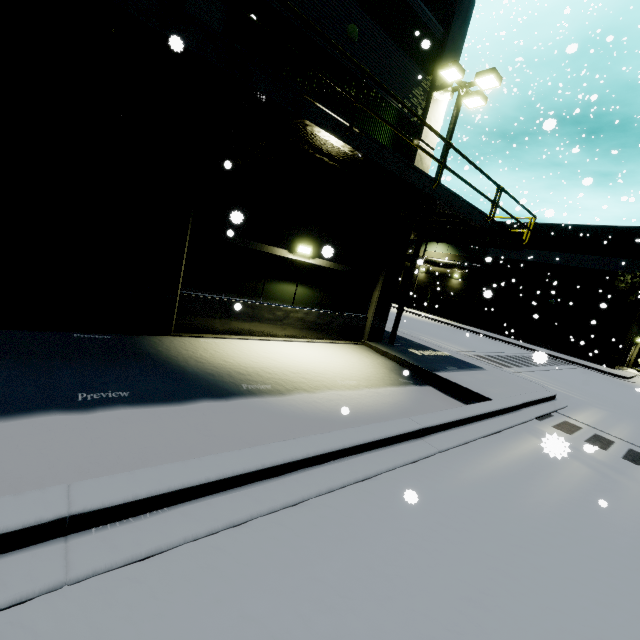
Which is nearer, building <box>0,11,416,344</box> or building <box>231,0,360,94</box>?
building <box>0,11,416,344</box>

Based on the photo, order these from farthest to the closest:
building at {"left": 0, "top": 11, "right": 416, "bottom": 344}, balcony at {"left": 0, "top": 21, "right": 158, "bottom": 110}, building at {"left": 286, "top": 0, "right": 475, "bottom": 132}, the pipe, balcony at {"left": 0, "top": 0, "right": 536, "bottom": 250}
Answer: the pipe < building at {"left": 286, "top": 0, "right": 475, "bottom": 132} < building at {"left": 0, "top": 11, "right": 416, "bottom": 344} < balcony at {"left": 0, "top": 21, "right": 158, "bottom": 110} < balcony at {"left": 0, "top": 0, "right": 536, "bottom": 250}

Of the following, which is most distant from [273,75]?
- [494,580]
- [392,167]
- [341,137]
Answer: [494,580]

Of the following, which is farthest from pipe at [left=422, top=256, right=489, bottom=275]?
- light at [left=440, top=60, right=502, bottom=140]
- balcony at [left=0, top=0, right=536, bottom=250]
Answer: light at [left=440, top=60, right=502, bottom=140]

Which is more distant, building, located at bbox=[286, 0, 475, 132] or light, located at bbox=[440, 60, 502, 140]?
light, located at bbox=[440, 60, 502, 140]

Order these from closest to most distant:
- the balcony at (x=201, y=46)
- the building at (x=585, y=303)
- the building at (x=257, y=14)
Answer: the balcony at (x=201, y=46) < the building at (x=257, y=14) < the building at (x=585, y=303)

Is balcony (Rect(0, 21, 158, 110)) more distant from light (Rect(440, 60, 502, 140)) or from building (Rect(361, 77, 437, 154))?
light (Rect(440, 60, 502, 140))

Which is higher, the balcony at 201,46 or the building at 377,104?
the building at 377,104
